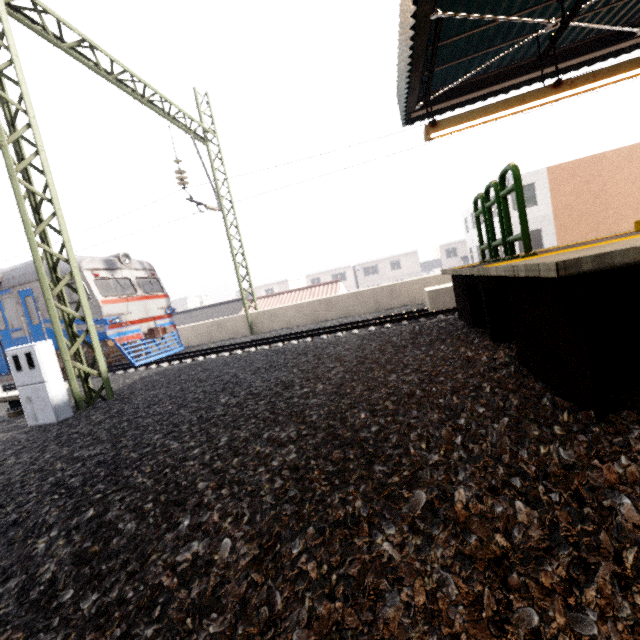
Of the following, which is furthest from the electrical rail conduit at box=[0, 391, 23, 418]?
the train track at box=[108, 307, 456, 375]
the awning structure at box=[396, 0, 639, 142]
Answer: the awning structure at box=[396, 0, 639, 142]

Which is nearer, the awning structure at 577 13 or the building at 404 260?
the awning structure at 577 13

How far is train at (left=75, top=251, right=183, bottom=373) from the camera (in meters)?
10.64

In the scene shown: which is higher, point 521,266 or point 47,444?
point 521,266

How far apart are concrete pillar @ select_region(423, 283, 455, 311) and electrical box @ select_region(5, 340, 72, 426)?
9.02m

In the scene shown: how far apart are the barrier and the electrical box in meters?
7.6

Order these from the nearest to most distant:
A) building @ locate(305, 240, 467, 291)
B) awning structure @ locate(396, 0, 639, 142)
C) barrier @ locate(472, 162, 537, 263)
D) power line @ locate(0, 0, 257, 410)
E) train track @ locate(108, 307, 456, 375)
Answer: barrier @ locate(472, 162, 537, 263)
awning structure @ locate(396, 0, 639, 142)
power line @ locate(0, 0, 257, 410)
train track @ locate(108, 307, 456, 375)
building @ locate(305, 240, 467, 291)

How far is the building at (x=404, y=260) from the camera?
46.3 meters
